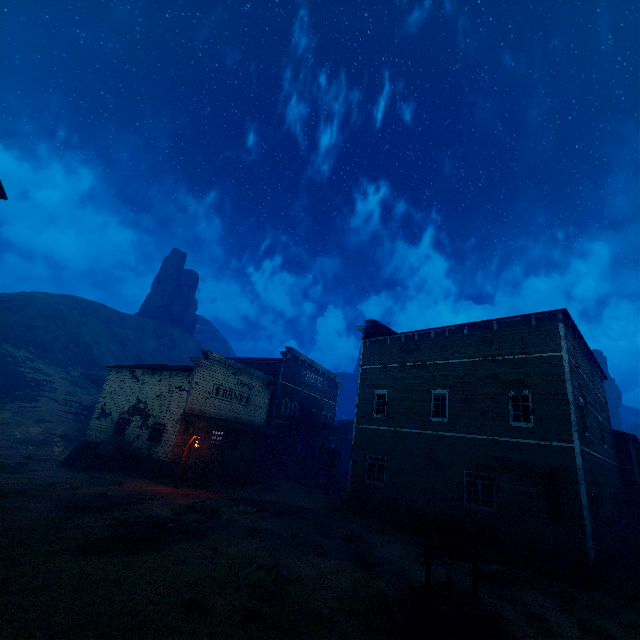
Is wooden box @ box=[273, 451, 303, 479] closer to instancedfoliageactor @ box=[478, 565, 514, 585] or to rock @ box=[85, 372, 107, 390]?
instancedfoliageactor @ box=[478, 565, 514, 585]

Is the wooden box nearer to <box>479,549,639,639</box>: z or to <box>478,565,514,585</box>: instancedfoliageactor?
<box>479,549,639,639</box>: z

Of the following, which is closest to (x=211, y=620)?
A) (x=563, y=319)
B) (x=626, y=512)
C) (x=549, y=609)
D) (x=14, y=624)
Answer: (x=14, y=624)

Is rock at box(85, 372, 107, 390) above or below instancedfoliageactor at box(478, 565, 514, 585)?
above

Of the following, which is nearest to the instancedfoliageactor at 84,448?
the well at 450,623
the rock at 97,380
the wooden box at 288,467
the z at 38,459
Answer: the z at 38,459

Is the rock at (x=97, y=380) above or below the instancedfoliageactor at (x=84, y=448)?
above

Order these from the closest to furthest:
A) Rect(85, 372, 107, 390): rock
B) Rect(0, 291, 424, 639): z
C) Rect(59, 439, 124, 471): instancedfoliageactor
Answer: Rect(0, 291, 424, 639): z → Rect(59, 439, 124, 471): instancedfoliageactor → Rect(85, 372, 107, 390): rock

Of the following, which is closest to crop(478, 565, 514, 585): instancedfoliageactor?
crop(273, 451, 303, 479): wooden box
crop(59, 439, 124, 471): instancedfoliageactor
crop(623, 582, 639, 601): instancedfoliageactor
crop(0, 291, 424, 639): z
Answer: crop(0, 291, 424, 639): z
